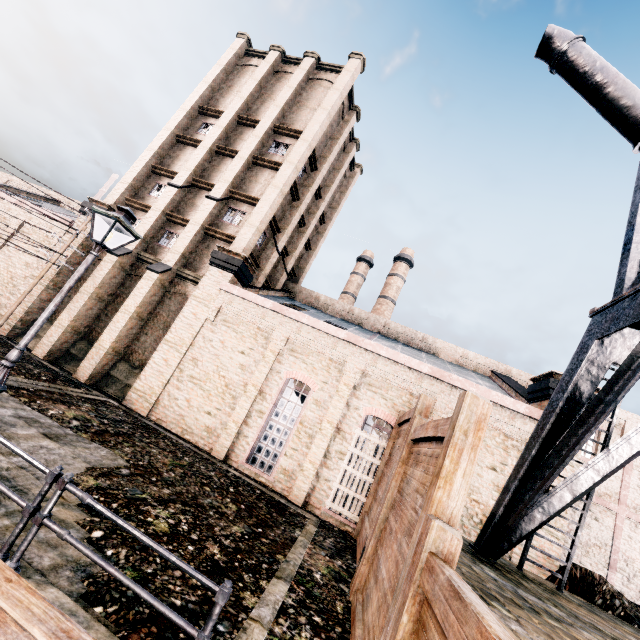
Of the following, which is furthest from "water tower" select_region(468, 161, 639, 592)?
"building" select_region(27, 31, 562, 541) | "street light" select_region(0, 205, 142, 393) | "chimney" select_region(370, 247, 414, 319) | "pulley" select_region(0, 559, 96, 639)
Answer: "chimney" select_region(370, 247, 414, 319)

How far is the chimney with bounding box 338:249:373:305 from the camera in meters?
46.1 m

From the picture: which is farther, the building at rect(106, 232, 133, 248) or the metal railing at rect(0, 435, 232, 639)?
the building at rect(106, 232, 133, 248)

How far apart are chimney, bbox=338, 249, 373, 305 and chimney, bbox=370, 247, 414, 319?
2.5 meters

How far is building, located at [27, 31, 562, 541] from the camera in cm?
1483

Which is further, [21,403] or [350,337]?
[350,337]

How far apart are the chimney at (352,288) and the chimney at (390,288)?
2.53m

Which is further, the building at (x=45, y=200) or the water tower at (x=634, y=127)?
the building at (x=45, y=200)
